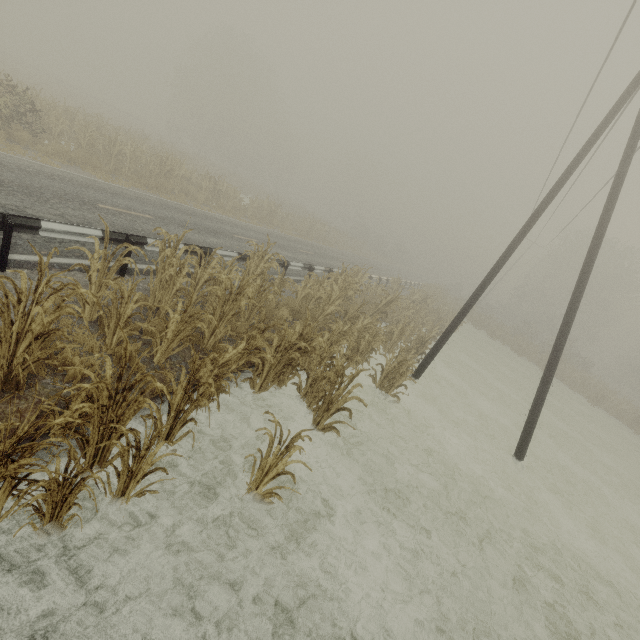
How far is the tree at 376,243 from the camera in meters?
49.8

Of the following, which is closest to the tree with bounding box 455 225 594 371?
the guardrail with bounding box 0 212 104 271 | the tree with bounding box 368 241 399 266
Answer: the tree with bounding box 368 241 399 266

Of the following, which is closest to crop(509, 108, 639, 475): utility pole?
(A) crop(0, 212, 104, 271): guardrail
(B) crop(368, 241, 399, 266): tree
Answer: (A) crop(0, 212, 104, 271): guardrail

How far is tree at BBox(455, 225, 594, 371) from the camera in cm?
3197

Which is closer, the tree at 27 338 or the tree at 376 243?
the tree at 27 338

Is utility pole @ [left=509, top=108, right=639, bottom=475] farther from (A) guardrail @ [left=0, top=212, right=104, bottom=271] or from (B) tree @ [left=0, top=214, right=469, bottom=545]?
(A) guardrail @ [left=0, top=212, right=104, bottom=271]

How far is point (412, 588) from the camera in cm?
468
